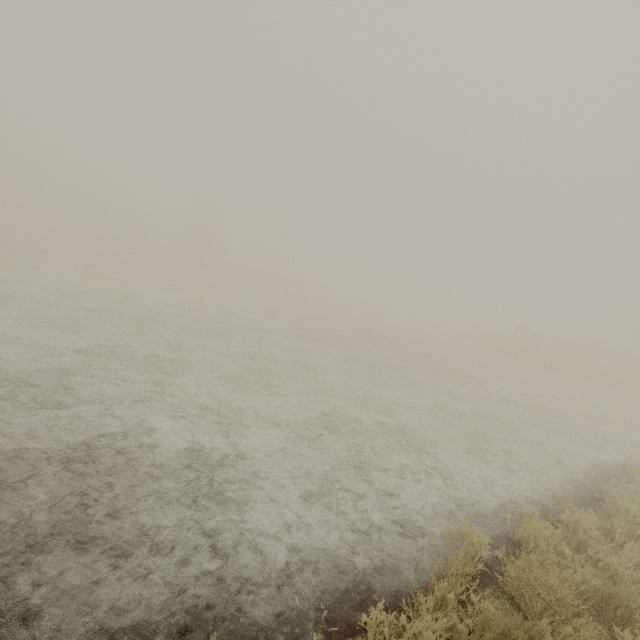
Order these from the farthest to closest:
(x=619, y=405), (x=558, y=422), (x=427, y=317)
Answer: (x=427, y=317), (x=619, y=405), (x=558, y=422)
